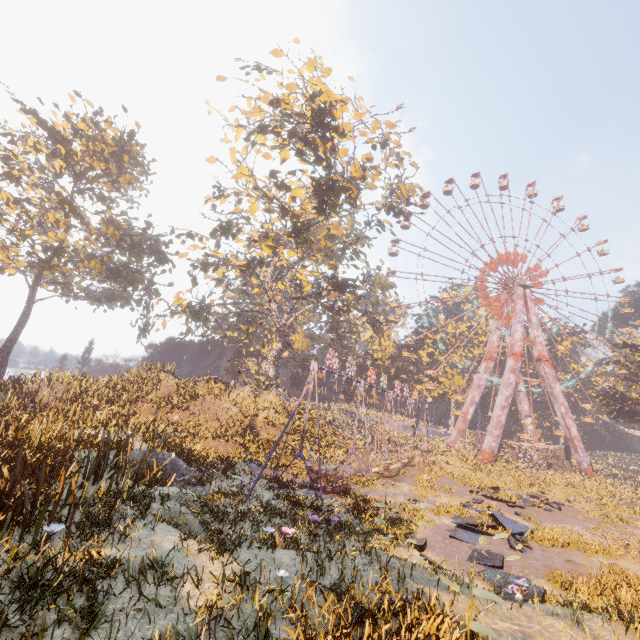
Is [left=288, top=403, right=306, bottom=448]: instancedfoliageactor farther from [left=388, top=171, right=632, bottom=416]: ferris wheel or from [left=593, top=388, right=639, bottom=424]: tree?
[left=593, top=388, right=639, bottom=424]: tree

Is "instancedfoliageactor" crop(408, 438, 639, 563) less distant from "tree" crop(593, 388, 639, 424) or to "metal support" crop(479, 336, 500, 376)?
"metal support" crop(479, 336, 500, 376)

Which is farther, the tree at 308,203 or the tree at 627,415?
the tree at 627,415

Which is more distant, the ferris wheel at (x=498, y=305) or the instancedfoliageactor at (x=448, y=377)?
the instancedfoliageactor at (x=448, y=377)

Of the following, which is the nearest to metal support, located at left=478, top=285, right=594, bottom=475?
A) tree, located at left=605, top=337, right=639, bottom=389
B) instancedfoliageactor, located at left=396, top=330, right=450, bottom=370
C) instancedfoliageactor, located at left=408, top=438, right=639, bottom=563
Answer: instancedfoliageactor, located at left=396, top=330, right=450, bottom=370

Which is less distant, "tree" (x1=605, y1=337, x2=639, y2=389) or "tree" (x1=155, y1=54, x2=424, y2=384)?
"tree" (x1=155, y1=54, x2=424, y2=384)

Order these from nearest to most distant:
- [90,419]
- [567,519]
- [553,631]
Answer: [553,631]
[90,419]
[567,519]

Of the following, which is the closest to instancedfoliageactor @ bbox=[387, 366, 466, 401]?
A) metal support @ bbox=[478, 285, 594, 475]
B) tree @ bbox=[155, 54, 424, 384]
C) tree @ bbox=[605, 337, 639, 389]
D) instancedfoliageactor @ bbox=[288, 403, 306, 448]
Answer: metal support @ bbox=[478, 285, 594, 475]
